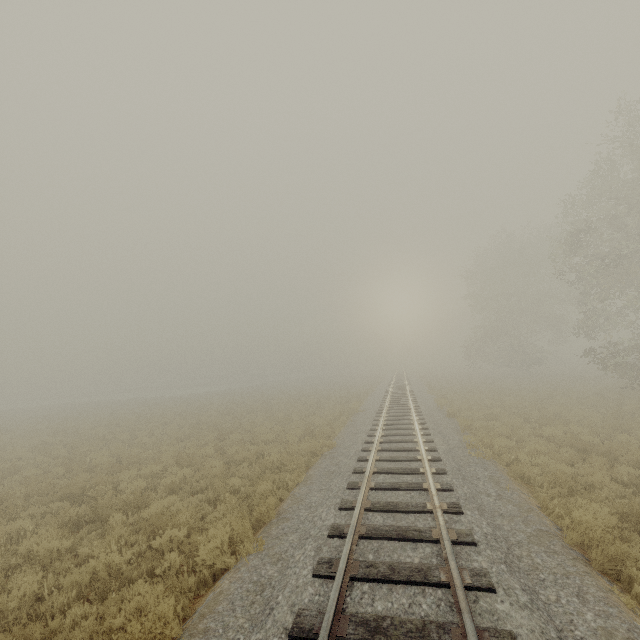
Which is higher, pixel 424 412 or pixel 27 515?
pixel 424 412
